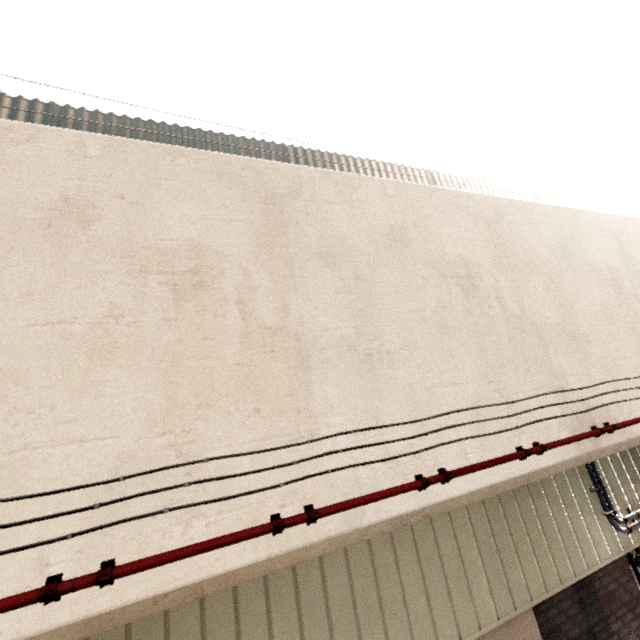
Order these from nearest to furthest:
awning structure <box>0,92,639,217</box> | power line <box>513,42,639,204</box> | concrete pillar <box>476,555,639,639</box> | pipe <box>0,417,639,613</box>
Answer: pipe <box>0,417,639,613</box>, concrete pillar <box>476,555,639,639</box>, awning structure <box>0,92,639,217</box>, power line <box>513,42,639,204</box>

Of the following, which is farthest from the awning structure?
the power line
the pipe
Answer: the pipe

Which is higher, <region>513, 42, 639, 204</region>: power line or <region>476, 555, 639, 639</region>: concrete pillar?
<region>513, 42, 639, 204</region>: power line

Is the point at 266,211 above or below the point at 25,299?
above

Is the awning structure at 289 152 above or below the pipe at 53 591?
above

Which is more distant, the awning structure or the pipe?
the awning structure

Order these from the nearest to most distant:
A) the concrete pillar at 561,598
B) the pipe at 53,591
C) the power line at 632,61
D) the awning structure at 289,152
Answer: the pipe at 53,591 → the concrete pillar at 561,598 → the awning structure at 289,152 → the power line at 632,61

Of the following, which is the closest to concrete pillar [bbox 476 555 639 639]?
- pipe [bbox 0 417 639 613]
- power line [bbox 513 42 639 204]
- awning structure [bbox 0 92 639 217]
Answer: pipe [bbox 0 417 639 613]
